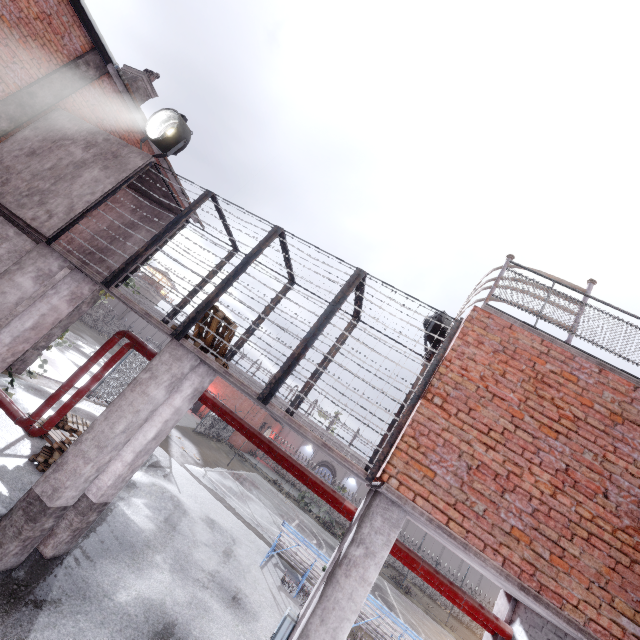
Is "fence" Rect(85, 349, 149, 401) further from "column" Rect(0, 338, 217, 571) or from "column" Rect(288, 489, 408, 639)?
"column" Rect(0, 338, 217, 571)

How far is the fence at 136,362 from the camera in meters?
15.2

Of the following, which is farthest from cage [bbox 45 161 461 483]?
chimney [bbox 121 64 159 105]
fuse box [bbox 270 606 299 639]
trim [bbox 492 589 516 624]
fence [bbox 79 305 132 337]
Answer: chimney [bbox 121 64 159 105]

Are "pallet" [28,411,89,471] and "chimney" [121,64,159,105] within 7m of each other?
no

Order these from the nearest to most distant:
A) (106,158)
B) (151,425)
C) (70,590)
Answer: (70,590) < (151,425) < (106,158)

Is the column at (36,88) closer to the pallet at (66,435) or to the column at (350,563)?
the pallet at (66,435)

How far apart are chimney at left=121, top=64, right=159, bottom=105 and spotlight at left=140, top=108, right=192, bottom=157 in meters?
5.5

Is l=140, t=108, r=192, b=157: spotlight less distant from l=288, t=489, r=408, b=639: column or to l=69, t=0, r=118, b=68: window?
l=69, t=0, r=118, b=68: window
